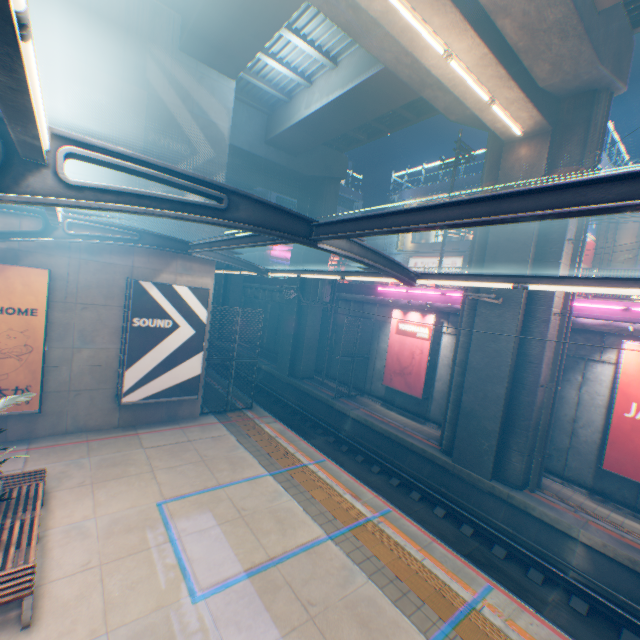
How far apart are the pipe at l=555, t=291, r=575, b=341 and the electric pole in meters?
11.8 m

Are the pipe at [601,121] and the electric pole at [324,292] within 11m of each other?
no

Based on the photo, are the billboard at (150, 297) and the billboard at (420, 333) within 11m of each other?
yes

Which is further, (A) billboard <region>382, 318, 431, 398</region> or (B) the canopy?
(A) billboard <region>382, 318, 431, 398</region>

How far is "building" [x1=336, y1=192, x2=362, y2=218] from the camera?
45.4m

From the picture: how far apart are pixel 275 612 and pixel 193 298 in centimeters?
969cm

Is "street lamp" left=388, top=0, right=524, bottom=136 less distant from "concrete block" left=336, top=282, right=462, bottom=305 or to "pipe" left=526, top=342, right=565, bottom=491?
"pipe" left=526, top=342, right=565, bottom=491
